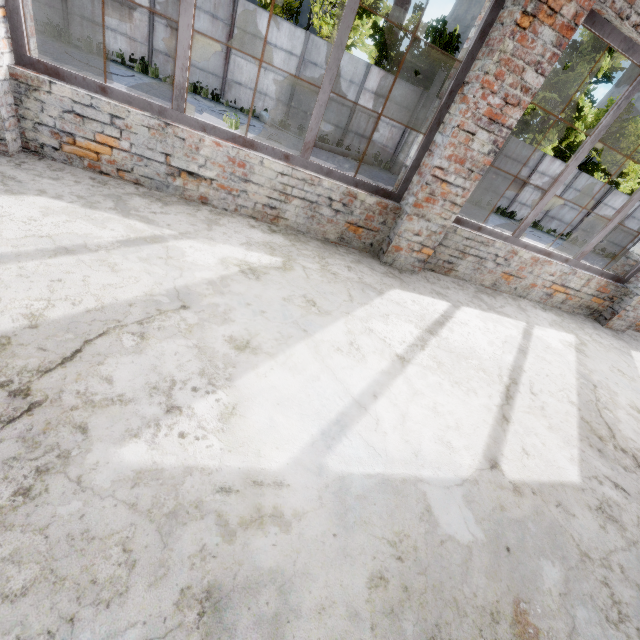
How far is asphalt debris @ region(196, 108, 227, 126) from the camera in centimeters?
1136cm

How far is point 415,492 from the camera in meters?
1.8 m

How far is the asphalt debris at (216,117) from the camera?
11.4m
